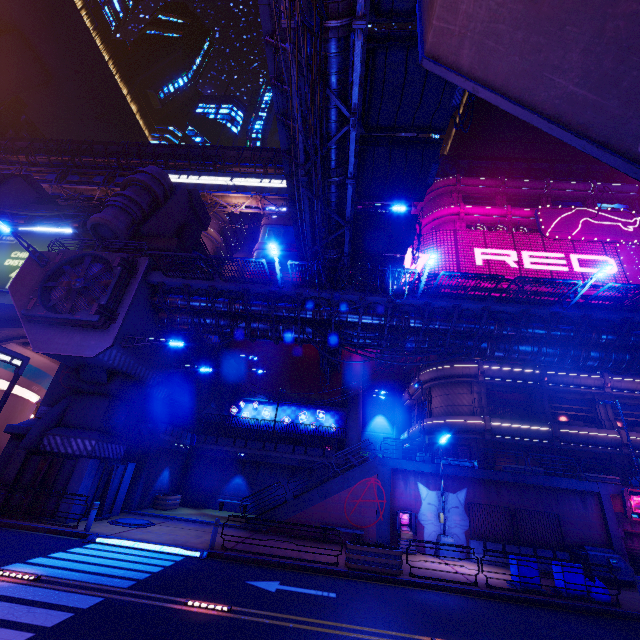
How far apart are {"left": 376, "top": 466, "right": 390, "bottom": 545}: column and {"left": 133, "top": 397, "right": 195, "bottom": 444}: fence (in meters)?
14.51

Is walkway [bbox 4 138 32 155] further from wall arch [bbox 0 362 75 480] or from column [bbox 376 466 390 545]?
column [bbox 376 466 390 545]

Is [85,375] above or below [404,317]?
below

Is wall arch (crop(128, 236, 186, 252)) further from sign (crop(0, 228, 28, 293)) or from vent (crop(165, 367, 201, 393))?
vent (crop(165, 367, 201, 393))

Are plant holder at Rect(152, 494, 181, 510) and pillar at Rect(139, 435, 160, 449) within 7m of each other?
yes

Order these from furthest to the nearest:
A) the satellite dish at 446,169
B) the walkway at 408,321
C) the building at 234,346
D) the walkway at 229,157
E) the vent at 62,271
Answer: the walkway at 229,157, the satellite dish at 446,169, the building at 234,346, the walkway at 408,321, the vent at 62,271

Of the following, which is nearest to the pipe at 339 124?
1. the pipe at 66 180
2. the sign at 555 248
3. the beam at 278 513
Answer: the sign at 555 248

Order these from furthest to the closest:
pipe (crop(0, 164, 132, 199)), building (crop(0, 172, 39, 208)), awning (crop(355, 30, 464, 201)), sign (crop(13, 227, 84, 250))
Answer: pipe (crop(0, 164, 132, 199)) < building (crop(0, 172, 39, 208)) < sign (crop(13, 227, 84, 250)) < awning (crop(355, 30, 464, 201))
